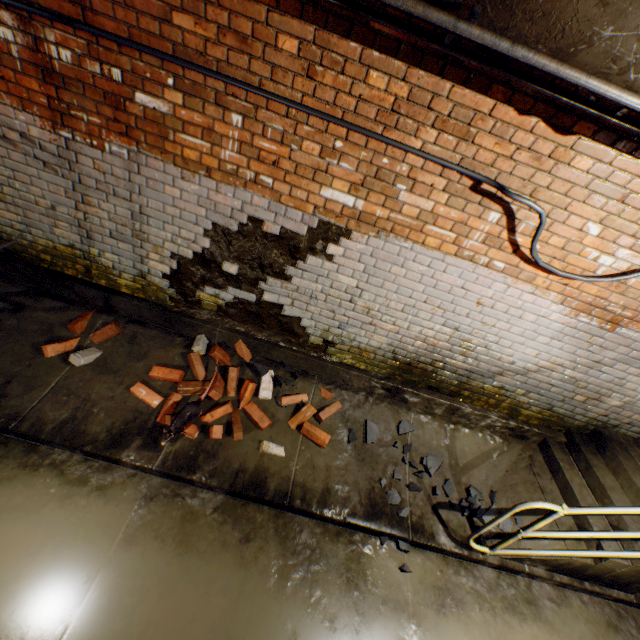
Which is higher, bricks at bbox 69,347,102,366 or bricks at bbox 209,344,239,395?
bricks at bbox 209,344,239,395

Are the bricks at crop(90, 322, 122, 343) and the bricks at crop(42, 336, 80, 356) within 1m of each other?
yes

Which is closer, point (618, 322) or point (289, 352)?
point (618, 322)

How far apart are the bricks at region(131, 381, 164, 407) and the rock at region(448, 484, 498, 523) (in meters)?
0.92

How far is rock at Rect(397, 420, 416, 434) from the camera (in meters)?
3.76

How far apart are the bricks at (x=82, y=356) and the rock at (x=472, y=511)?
3.5m

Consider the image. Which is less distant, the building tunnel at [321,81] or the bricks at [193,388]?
the building tunnel at [321,81]

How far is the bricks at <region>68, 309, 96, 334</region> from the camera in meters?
3.4
